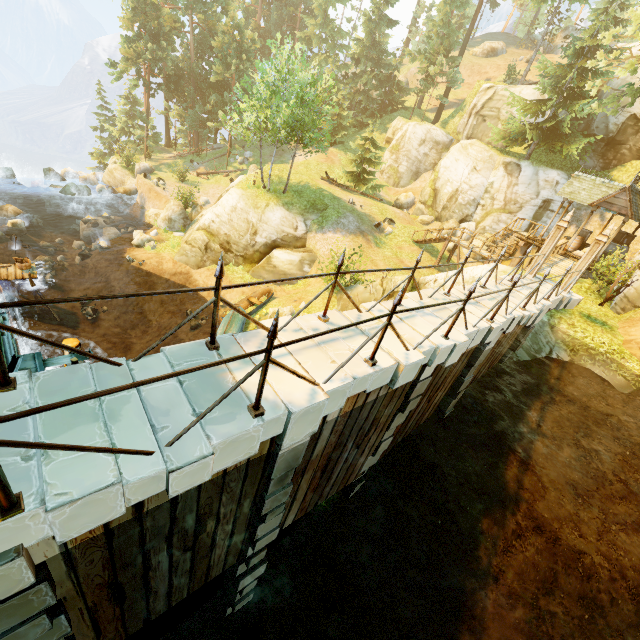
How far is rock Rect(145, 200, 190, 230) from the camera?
26.48m

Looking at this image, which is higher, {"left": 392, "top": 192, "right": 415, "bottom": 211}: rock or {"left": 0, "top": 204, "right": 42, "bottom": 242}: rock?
{"left": 392, "top": 192, "right": 415, "bottom": 211}: rock

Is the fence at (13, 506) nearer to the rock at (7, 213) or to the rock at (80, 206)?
the rock at (7, 213)

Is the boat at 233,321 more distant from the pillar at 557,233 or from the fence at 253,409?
the pillar at 557,233

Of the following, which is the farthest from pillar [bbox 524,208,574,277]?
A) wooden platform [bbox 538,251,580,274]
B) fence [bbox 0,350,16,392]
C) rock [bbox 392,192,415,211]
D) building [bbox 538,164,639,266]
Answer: rock [bbox 392,192,415,211]

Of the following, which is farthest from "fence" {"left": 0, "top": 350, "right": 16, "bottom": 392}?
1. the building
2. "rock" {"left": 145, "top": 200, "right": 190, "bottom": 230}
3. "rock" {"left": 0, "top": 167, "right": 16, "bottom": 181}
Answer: "rock" {"left": 0, "top": 167, "right": 16, "bottom": 181}

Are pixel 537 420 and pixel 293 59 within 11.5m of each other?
no

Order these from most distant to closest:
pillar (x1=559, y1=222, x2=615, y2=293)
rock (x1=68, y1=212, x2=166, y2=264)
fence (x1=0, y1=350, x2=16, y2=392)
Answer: rock (x1=68, y1=212, x2=166, y2=264) → pillar (x1=559, y1=222, x2=615, y2=293) → fence (x1=0, y1=350, x2=16, y2=392)
